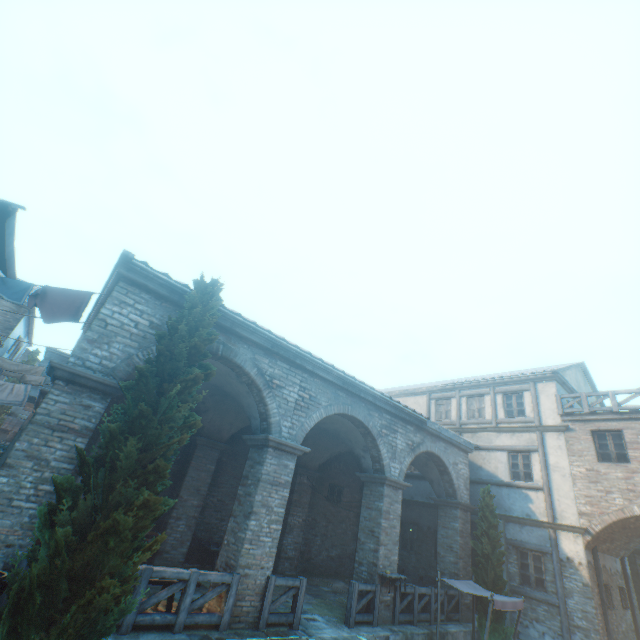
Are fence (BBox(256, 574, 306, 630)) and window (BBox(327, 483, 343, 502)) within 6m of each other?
no

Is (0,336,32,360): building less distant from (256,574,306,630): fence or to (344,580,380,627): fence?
(256,574,306,630): fence

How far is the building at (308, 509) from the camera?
8.3m

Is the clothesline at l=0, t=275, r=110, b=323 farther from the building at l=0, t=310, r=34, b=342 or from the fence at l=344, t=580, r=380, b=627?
the fence at l=344, t=580, r=380, b=627

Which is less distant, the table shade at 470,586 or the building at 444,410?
the table shade at 470,586

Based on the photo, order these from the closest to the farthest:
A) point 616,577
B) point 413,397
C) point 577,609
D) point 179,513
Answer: point 179,513 → point 577,609 → point 616,577 → point 413,397

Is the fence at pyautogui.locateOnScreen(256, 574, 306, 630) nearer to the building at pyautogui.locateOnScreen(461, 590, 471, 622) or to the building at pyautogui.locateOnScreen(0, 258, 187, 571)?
the building at pyautogui.locateOnScreen(461, 590, 471, 622)

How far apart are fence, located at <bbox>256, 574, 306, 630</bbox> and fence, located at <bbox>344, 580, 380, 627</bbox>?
1.78m
